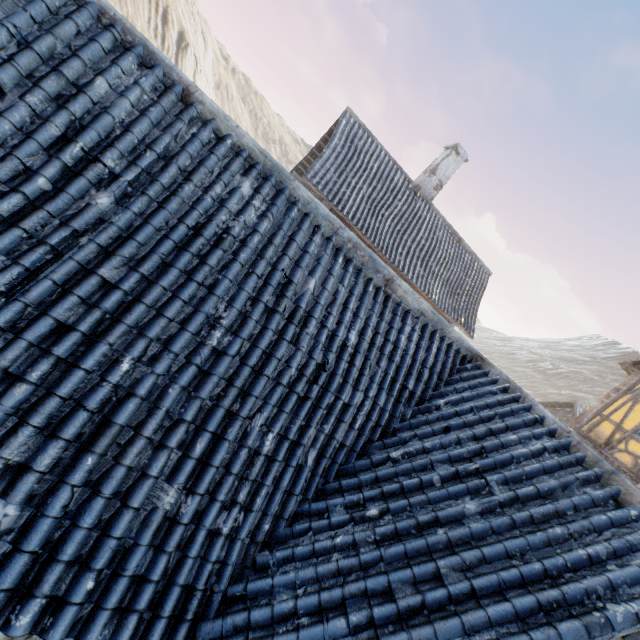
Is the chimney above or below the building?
above

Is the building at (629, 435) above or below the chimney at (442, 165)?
below

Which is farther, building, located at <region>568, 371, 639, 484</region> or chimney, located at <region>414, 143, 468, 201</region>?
chimney, located at <region>414, 143, 468, 201</region>

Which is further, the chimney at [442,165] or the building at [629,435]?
the chimney at [442,165]

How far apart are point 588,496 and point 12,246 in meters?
5.1 m

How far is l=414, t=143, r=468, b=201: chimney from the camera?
13.5 meters
